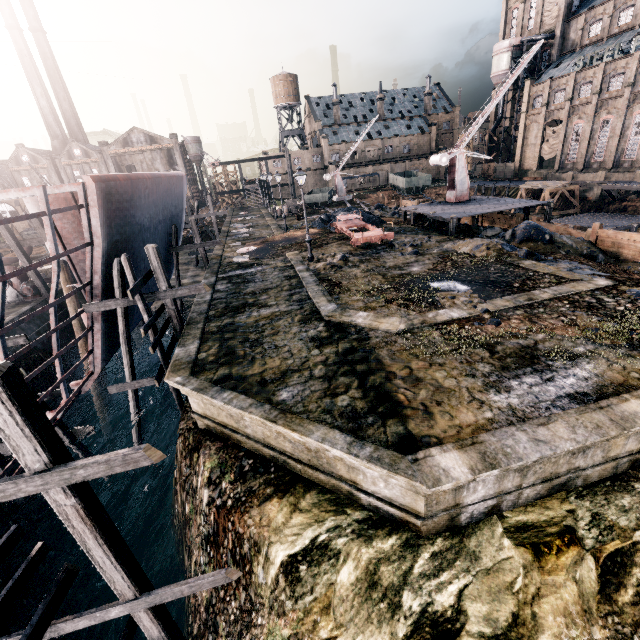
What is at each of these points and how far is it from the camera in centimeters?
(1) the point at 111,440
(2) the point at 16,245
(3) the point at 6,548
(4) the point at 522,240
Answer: (1) wooden brace, 2184cm
(2) wooden scaffolding, 2081cm
(3) wooden scaffolding, 503cm
(4) stone debris, 2069cm

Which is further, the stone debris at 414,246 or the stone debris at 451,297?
the stone debris at 414,246

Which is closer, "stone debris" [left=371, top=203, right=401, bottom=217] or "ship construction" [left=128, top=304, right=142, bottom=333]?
"ship construction" [left=128, top=304, right=142, bottom=333]

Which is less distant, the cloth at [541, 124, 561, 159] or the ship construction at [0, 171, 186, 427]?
the ship construction at [0, 171, 186, 427]

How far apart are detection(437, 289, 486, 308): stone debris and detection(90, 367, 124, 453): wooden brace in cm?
2233

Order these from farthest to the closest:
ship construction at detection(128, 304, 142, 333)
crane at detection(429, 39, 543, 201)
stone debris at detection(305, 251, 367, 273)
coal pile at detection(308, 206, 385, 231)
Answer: coal pile at detection(308, 206, 385, 231)
crane at detection(429, 39, 543, 201)
stone debris at detection(305, 251, 367, 273)
ship construction at detection(128, 304, 142, 333)

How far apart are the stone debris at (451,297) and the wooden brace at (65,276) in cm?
2233

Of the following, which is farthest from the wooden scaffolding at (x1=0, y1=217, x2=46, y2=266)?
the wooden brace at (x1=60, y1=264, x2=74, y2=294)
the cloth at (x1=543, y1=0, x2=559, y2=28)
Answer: the cloth at (x1=543, y1=0, x2=559, y2=28)
